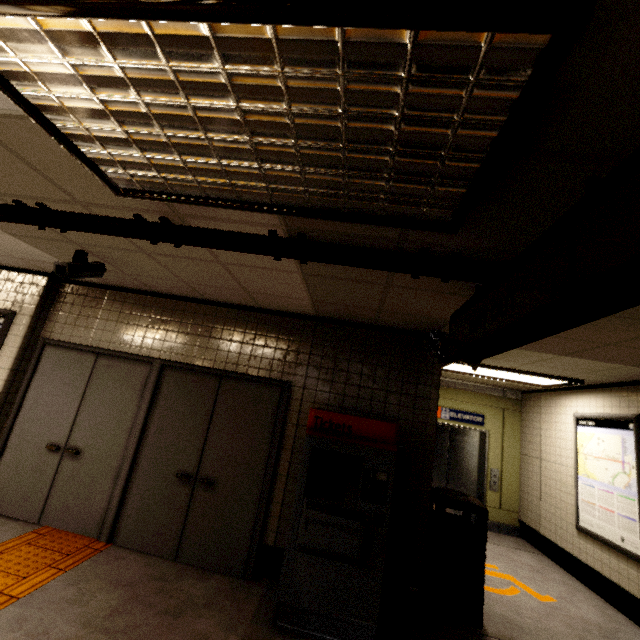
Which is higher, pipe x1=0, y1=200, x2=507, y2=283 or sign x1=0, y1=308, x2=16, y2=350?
pipe x1=0, y1=200, x2=507, y2=283

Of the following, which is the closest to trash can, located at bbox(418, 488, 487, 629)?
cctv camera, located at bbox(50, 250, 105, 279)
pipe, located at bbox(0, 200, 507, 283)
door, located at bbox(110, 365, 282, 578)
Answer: door, located at bbox(110, 365, 282, 578)

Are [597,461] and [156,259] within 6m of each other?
no

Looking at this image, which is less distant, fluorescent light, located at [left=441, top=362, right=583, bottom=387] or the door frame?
the door frame

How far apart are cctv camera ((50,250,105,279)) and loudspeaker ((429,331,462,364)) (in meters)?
3.77

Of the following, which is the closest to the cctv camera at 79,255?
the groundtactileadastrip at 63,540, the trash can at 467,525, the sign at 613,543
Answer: the groundtactileadastrip at 63,540

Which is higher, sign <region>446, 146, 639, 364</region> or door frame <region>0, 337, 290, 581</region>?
sign <region>446, 146, 639, 364</region>

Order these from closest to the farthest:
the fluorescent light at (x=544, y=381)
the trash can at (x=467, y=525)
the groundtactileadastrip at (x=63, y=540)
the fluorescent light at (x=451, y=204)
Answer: the fluorescent light at (x=451, y=204) → the groundtactileadastrip at (x=63, y=540) → the trash can at (x=467, y=525) → the fluorescent light at (x=544, y=381)
